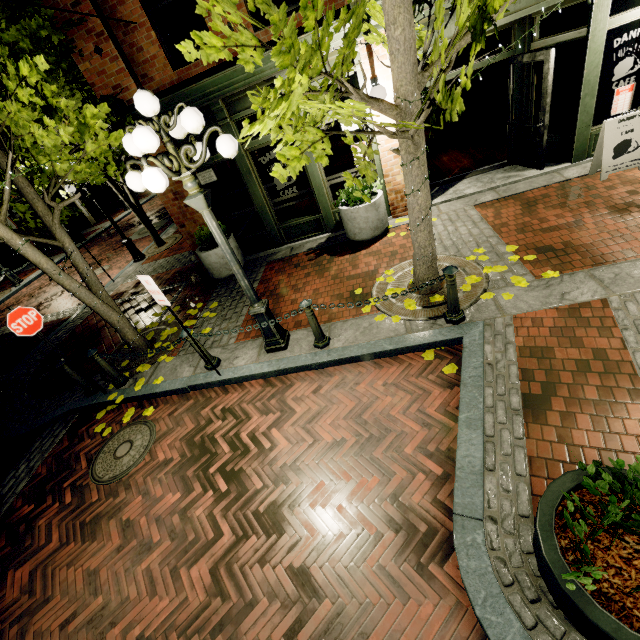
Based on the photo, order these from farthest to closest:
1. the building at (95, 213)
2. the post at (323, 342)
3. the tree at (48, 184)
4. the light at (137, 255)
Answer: the building at (95, 213)
the light at (137, 255)
the post at (323, 342)
the tree at (48, 184)

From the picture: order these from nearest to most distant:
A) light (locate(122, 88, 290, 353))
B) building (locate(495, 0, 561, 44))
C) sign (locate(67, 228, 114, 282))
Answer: light (locate(122, 88, 290, 353))
building (locate(495, 0, 561, 44))
sign (locate(67, 228, 114, 282))

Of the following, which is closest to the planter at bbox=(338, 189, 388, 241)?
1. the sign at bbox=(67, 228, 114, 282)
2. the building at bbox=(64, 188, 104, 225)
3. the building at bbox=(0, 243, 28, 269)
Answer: the sign at bbox=(67, 228, 114, 282)

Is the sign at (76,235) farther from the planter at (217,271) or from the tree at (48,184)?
the planter at (217,271)

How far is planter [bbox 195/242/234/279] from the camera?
7.7 meters

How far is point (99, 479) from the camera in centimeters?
458cm

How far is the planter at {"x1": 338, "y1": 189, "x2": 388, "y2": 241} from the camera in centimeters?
682cm

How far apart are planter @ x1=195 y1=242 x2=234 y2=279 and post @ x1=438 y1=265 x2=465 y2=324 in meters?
5.4
